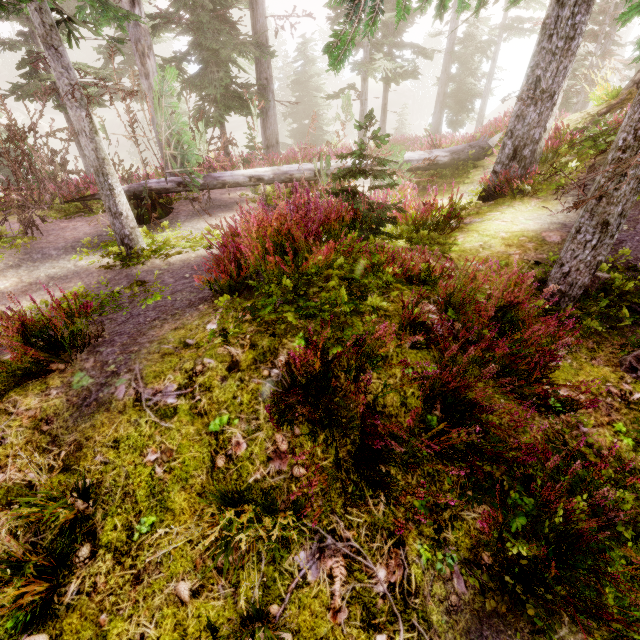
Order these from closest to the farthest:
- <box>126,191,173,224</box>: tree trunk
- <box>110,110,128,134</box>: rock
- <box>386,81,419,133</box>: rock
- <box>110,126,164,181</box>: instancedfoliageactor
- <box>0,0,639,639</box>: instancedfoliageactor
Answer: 1. <box>0,0,639,639</box>: instancedfoliageactor
2. <box>126,191,173,224</box>: tree trunk
3. <box>110,126,164,181</box>: instancedfoliageactor
4. <box>110,110,128,134</box>: rock
5. <box>386,81,419,133</box>: rock

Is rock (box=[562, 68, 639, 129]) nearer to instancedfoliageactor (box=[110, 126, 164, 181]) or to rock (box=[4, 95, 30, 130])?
instancedfoliageactor (box=[110, 126, 164, 181])

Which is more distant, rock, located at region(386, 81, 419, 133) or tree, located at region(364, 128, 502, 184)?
rock, located at region(386, 81, 419, 133)

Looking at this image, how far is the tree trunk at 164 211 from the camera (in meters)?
8.11

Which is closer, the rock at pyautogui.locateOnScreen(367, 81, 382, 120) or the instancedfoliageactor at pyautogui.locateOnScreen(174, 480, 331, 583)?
the instancedfoliageactor at pyautogui.locateOnScreen(174, 480, 331, 583)

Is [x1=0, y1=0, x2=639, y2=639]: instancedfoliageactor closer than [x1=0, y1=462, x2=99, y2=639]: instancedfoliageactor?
No

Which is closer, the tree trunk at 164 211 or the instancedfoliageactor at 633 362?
the instancedfoliageactor at 633 362

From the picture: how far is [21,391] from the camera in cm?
294
